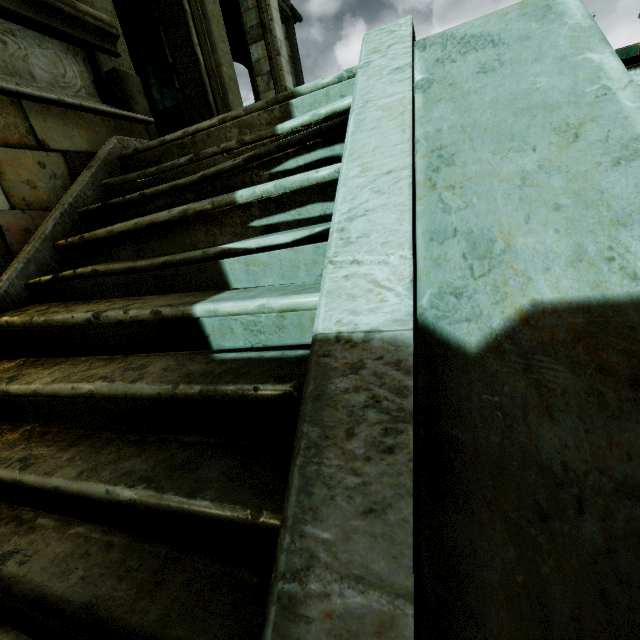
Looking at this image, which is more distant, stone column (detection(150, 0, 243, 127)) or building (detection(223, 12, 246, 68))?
building (detection(223, 12, 246, 68))

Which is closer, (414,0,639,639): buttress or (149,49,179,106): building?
(414,0,639,639): buttress

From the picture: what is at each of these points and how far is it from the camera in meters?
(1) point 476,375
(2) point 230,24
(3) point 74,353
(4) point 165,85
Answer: (1) buttress, 0.9
(2) building, 9.6
(3) stair, 1.9
(4) building, 9.5

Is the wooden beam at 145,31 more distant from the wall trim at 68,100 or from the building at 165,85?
the wall trim at 68,100

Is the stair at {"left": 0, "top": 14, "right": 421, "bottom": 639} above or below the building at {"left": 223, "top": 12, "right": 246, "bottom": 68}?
below

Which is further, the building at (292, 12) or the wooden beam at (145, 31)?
the building at (292, 12)

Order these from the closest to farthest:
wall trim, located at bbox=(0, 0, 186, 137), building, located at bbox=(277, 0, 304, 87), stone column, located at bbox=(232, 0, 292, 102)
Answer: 1. wall trim, located at bbox=(0, 0, 186, 137)
2. stone column, located at bbox=(232, 0, 292, 102)
3. building, located at bbox=(277, 0, 304, 87)

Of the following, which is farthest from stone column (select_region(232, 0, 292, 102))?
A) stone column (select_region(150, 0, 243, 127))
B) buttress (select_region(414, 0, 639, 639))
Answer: buttress (select_region(414, 0, 639, 639))
